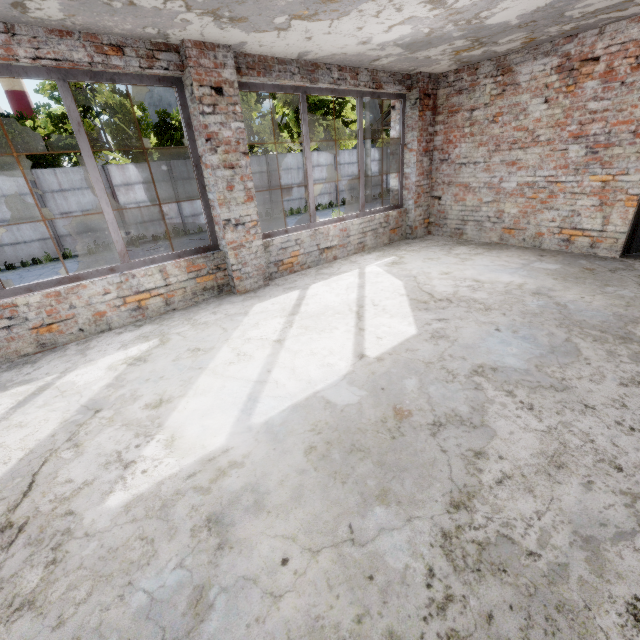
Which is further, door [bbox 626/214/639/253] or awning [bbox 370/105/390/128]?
awning [bbox 370/105/390/128]

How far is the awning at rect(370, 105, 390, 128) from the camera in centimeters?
800cm

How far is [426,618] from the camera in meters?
1.4

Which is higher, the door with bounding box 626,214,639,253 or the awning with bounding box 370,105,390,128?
the awning with bounding box 370,105,390,128

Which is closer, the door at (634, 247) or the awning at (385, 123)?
the door at (634, 247)

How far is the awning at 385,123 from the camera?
8.00m
